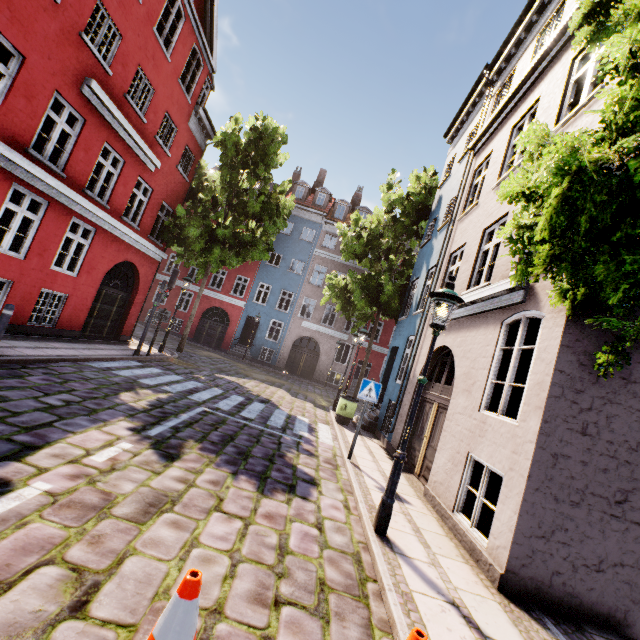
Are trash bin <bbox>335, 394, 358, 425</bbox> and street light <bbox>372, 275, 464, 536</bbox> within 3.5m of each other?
no

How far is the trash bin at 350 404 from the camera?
11.7m

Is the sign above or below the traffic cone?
above

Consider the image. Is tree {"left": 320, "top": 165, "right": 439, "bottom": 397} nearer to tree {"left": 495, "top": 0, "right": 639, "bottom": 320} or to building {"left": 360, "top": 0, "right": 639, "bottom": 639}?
building {"left": 360, "top": 0, "right": 639, "bottom": 639}

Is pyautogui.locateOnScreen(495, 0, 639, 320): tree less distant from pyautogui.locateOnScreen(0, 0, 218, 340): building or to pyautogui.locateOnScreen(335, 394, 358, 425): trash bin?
pyautogui.locateOnScreen(0, 0, 218, 340): building

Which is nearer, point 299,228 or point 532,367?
point 532,367

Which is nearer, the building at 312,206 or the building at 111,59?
the building at 111,59

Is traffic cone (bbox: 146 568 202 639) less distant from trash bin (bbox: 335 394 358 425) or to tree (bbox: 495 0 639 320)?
tree (bbox: 495 0 639 320)
